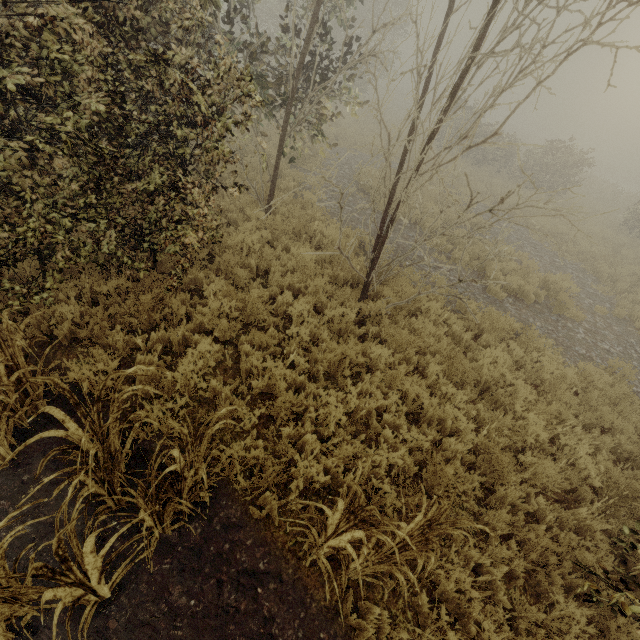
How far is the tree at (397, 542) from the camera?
2.5m

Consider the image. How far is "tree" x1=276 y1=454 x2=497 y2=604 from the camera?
2.5m

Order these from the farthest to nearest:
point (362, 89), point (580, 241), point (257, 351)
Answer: point (362, 89)
point (580, 241)
point (257, 351)
